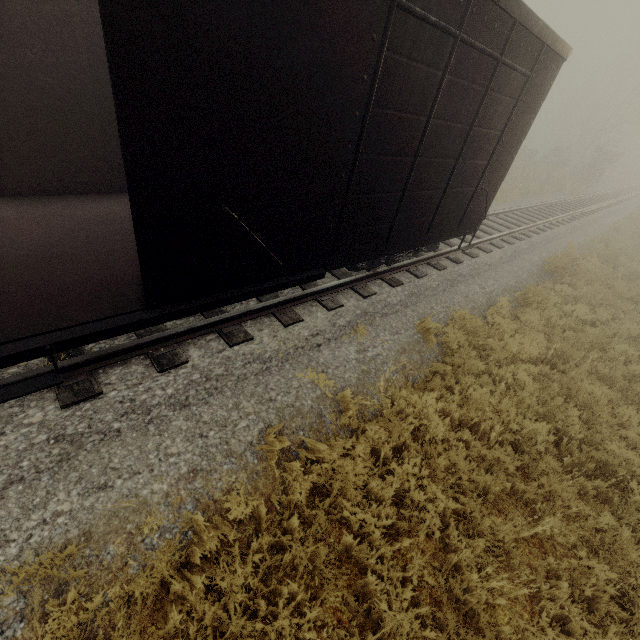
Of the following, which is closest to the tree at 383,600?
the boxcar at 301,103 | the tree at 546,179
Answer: the boxcar at 301,103

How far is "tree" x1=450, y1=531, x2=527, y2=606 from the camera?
3.4m

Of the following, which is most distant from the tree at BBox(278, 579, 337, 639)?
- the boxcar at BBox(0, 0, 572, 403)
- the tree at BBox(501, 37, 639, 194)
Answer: the tree at BBox(501, 37, 639, 194)

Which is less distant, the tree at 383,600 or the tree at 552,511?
the tree at 383,600

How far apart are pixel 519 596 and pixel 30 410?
5.8 meters

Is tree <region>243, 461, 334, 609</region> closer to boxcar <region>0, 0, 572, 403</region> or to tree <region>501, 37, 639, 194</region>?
boxcar <region>0, 0, 572, 403</region>
